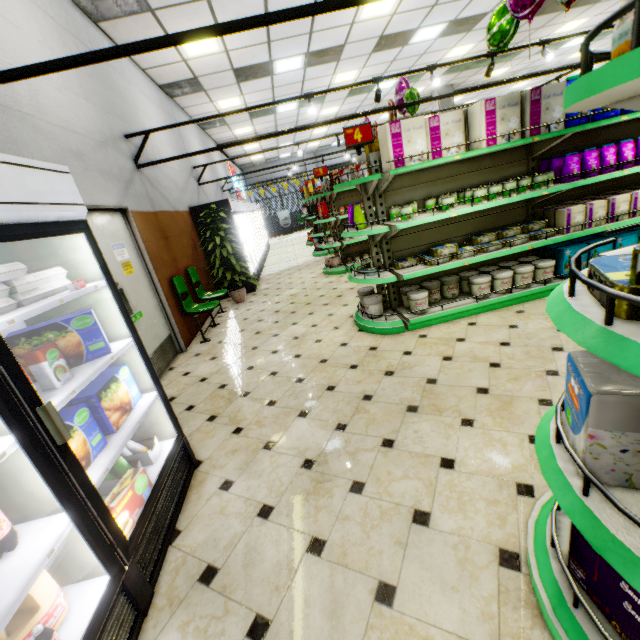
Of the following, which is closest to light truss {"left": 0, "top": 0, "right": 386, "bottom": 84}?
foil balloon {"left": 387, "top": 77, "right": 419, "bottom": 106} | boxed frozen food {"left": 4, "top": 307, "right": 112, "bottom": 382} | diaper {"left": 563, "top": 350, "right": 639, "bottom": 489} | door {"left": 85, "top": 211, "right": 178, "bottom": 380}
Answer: door {"left": 85, "top": 211, "right": 178, "bottom": 380}

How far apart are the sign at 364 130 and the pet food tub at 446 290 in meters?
2.1 m

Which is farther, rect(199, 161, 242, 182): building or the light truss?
rect(199, 161, 242, 182): building

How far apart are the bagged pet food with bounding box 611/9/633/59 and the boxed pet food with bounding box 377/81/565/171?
3.06m

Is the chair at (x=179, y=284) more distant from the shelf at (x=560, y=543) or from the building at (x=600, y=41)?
the shelf at (x=560, y=543)

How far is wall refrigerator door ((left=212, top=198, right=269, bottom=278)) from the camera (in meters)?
7.59

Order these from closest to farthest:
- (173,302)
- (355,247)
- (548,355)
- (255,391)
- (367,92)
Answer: (548,355), (255,391), (173,302), (355,247), (367,92)

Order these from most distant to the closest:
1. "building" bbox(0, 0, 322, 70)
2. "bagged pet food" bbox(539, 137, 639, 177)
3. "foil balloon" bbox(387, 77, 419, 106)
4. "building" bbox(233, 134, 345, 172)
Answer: "building" bbox(233, 134, 345, 172)
"foil balloon" bbox(387, 77, 419, 106)
"bagged pet food" bbox(539, 137, 639, 177)
"building" bbox(0, 0, 322, 70)
